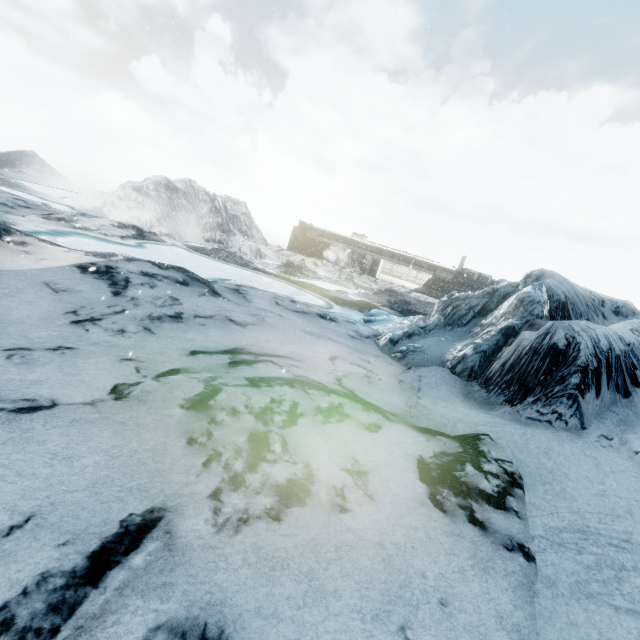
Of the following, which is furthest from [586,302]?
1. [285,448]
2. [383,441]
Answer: [285,448]
